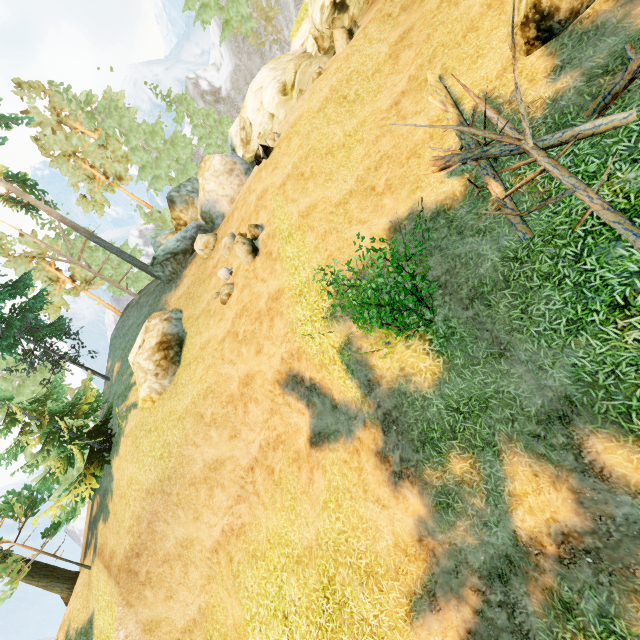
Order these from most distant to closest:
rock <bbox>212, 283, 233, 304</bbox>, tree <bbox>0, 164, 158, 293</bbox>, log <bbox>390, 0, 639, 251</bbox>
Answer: tree <bbox>0, 164, 158, 293</bbox>, rock <bbox>212, 283, 233, 304</bbox>, log <bbox>390, 0, 639, 251</bbox>

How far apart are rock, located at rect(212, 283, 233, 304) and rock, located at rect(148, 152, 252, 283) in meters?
8.3

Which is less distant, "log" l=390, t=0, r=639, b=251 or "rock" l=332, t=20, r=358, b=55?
"log" l=390, t=0, r=639, b=251

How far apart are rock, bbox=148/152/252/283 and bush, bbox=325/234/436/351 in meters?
16.8 m

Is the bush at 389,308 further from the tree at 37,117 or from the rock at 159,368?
the rock at 159,368

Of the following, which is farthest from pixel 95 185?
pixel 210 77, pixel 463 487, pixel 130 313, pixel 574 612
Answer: pixel 574 612

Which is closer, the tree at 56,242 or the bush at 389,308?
the bush at 389,308

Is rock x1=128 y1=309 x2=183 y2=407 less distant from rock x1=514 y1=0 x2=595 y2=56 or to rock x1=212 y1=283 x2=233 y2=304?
rock x1=212 y1=283 x2=233 y2=304
